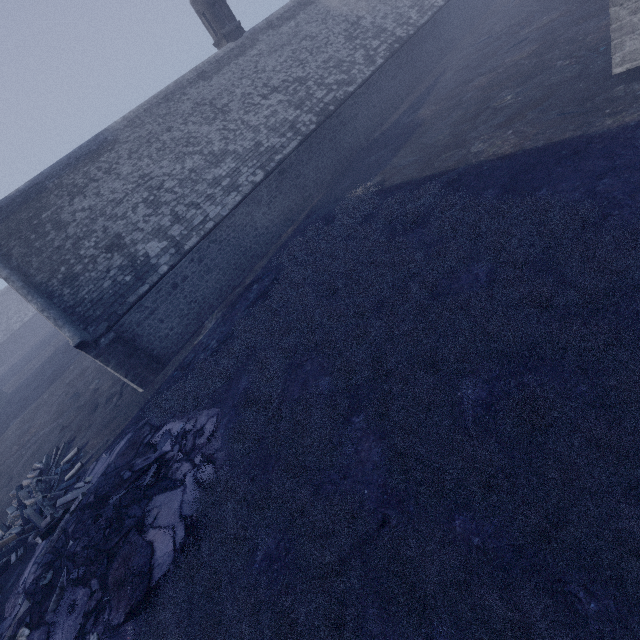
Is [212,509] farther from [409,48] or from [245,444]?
[409,48]

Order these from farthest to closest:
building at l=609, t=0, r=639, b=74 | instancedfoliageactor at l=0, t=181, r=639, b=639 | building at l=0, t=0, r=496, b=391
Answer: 1. building at l=0, t=0, r=496, b=391
2. building at l=609, t=0, r=639, b=74
3. instancedfoliageactor at l=0, t=181, r=639, b=639

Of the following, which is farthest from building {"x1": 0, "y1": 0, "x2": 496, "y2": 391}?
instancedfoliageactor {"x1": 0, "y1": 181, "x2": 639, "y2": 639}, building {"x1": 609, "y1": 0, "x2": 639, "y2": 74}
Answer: building {"x1": 609, "y1": 0, "x2": 639, "y2": 74}

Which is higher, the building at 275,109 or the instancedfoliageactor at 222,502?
the building at 275,109

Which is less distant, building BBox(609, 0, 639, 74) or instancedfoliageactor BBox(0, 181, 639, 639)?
instancedfoliageactor BBox(0, 181, 639, 639)

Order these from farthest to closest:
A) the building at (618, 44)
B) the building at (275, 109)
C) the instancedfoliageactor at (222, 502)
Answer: the building at (275, 109) → the building at (618, 44) → the instancedfoliageactor at (222, 502)

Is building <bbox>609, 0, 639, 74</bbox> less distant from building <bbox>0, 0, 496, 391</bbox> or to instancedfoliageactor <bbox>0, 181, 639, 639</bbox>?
instancedfoliageactor <bbox>0, 181, 639, 639</bbox>
